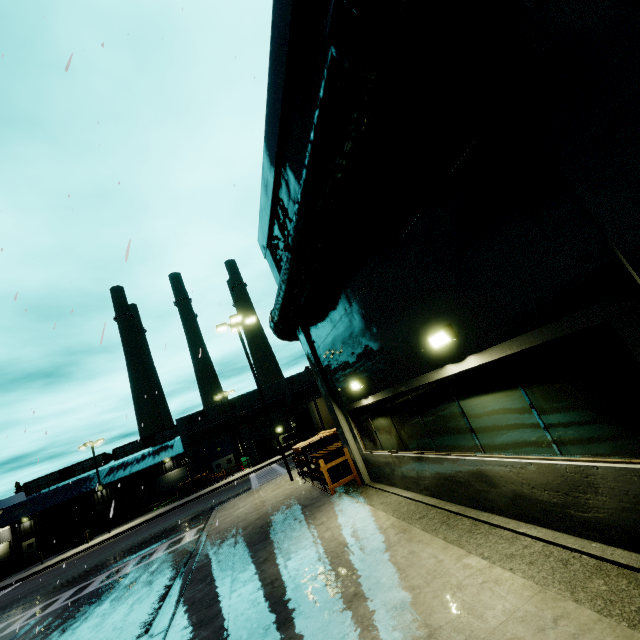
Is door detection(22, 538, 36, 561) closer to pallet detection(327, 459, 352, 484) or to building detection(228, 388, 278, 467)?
building detection(228, 388, 278, 467)

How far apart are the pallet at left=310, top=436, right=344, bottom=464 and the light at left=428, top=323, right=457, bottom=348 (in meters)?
9.16

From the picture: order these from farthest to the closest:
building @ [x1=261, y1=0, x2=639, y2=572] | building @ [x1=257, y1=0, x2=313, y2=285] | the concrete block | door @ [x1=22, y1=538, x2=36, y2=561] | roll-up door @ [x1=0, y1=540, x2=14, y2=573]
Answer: door @ [x1=22, y1=538, x2=36, y2=561], roll-up door @ [x1=0, y1=540, x2=14, y2=573], the concrete block, building @ [x1=257, y1=0, x2=313, y2=285], building @ [x1=261, y1=0, x2=639, y2=572]

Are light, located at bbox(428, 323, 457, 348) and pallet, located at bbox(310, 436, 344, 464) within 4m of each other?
no

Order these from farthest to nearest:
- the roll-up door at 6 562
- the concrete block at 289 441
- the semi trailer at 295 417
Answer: the roll-up door at 6 562 → the concrete block at 289 441 → the semi trailer at 295 417

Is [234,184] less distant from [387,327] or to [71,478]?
[387,327]

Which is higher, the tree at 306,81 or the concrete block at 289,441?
the tree at 306,81

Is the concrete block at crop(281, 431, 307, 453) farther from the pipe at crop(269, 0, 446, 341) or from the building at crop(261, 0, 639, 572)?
the pipe at crop(269, 0, 446, 341)
